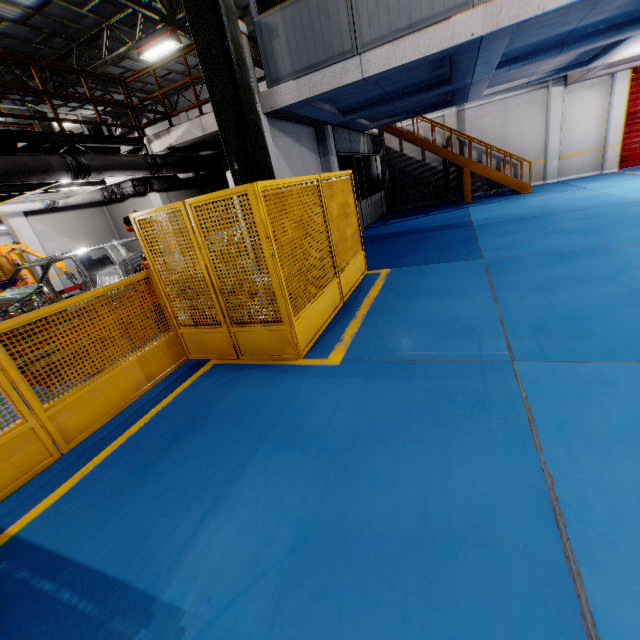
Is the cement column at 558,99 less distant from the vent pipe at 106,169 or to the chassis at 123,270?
the vent pipe at 106,169

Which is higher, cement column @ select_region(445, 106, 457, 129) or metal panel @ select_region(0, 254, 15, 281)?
cement column @ select_region(445, 106, 457, 129)

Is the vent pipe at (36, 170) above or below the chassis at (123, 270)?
above

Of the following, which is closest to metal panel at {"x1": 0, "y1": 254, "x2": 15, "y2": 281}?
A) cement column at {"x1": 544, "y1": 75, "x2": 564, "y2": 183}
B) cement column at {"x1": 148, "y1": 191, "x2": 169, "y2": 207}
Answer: cement column at {"x1": 148, "y1": 191, "x2": 169, "y2": 207}

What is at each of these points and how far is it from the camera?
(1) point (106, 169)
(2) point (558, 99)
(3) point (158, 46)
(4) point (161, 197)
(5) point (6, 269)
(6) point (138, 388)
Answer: (1) vent pipe, 7.02m
(2) cement column, 13.86m
(3) light, 11.19m
(4) cement column, 13.42m
(5) metal panel, 13.00m
(6) metal panel, 4.32m

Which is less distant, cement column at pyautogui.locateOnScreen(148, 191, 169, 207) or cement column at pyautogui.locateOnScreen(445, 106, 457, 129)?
cement column at pyautogui.locateOnScreen(148, 191, 169, 207)

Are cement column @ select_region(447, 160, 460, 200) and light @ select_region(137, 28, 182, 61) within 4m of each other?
no

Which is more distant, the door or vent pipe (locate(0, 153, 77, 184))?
the door
